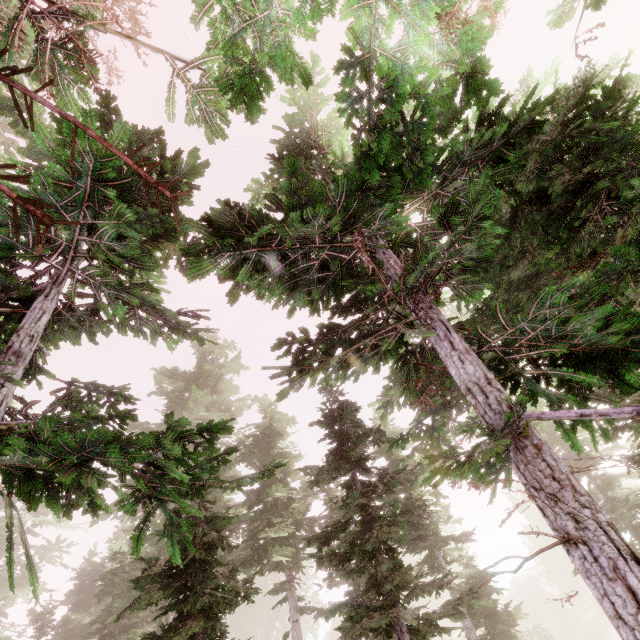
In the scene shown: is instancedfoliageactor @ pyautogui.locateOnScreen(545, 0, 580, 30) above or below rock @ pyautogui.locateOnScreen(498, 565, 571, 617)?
above

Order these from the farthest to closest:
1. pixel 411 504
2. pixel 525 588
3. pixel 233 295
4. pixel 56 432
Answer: pixel 525 588 < pixel 411 504 < pixel 233 295 < pixel 56 432

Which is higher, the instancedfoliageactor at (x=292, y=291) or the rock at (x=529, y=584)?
the instancedfoliageactor at (x=292, y=291)

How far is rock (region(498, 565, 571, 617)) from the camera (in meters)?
48.38

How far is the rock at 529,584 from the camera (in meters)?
48.38

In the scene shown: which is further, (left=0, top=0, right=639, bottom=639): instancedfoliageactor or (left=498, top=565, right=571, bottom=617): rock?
(left=498, top=565, right=571, bottom=617): rock
